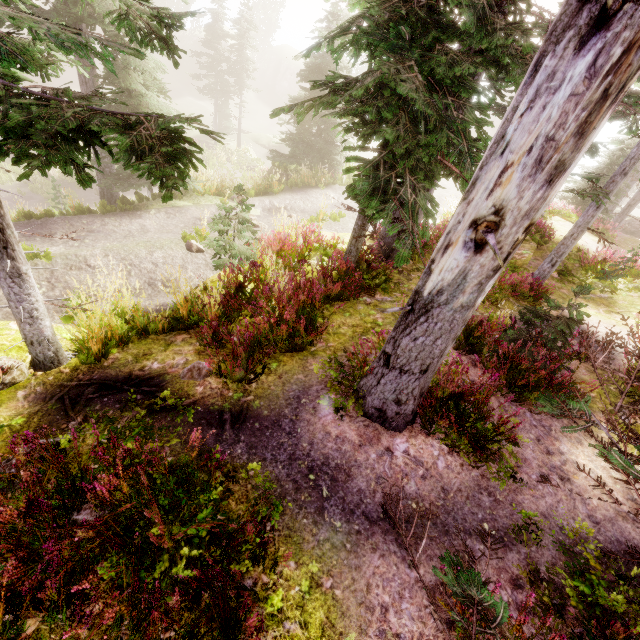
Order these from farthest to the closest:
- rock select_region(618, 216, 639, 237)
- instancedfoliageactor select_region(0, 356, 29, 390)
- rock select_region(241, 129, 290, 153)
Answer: rock select_region(241, 129, 290, 153) < rock select_region(618, 216, 639, 237) < instancedfoliageactor select_region(0, 356, 29, 390)

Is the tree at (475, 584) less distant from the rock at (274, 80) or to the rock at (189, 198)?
the rock at (189, 198)

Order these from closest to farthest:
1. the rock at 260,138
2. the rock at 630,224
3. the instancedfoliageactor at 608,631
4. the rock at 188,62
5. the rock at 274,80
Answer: the instancedfoliageactor at 608,631, the rock at 630,224, the rock at 260,138, the rock at 188,62, the rock at 274,80

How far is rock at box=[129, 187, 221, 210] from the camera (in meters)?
11.25

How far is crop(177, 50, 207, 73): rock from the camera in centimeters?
4284cm

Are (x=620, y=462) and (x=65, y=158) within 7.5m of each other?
yes

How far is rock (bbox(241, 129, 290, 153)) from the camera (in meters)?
34.53

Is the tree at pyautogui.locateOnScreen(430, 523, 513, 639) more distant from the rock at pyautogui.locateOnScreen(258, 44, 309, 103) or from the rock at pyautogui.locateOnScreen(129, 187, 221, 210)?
the rock at pyautogui.locateOnScreen(258, 44, 309, 103)
